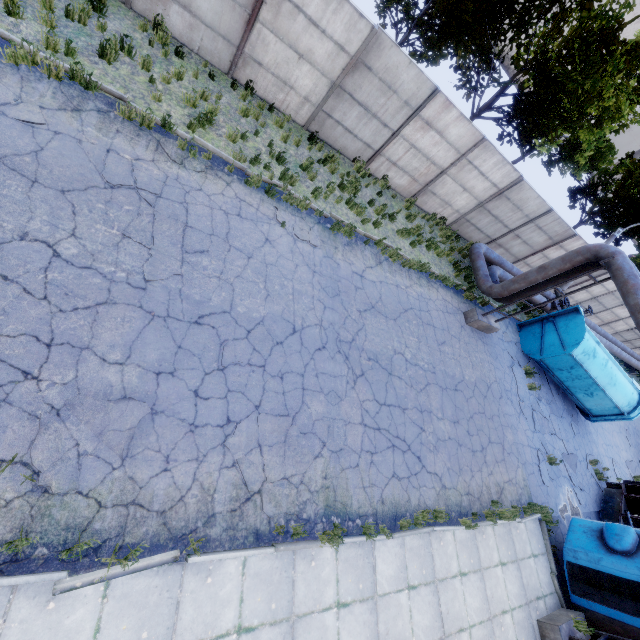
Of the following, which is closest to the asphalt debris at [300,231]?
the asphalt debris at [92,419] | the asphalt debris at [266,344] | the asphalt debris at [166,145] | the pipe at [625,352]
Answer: the asphalt debris at [166,145]

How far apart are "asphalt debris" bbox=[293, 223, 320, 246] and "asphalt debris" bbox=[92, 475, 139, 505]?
5.9m

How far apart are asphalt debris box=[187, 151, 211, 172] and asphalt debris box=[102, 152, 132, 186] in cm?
80

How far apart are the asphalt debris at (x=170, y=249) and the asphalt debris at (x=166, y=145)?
0.8m

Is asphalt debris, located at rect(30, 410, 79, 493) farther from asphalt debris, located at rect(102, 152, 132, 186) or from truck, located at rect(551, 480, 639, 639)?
truck, located at rect(551, 480, 639, 639)

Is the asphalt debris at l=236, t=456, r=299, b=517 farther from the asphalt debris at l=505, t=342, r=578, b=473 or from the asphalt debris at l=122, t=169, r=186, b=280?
the asphalt debris at l=505, t=342, r=578, b=473

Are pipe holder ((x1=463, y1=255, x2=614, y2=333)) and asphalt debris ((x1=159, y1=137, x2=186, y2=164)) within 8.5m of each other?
no

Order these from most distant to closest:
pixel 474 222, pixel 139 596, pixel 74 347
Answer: pixel 474 222, pixel 74 347, pixel 139 596
